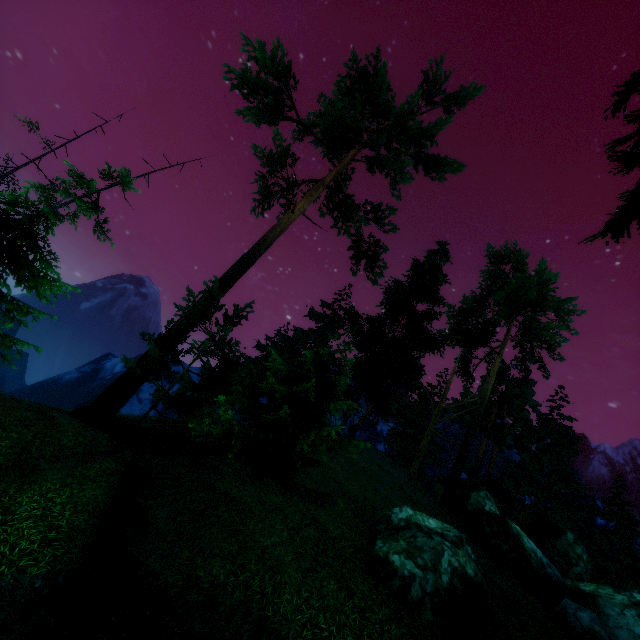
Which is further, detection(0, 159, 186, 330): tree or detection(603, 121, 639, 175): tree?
detection(0, 159, 186, 330): tree

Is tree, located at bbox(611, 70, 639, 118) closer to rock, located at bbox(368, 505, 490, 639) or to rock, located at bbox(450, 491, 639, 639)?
rock, located at bbox(450, 491, 639, 639)

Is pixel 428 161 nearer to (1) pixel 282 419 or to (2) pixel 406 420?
(1) pixel 282 419

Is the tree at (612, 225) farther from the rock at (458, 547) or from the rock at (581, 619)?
the rock at (458, 547)

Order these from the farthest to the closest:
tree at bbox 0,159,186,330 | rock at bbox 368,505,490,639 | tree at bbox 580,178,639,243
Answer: tree at bbox 0,159,186,330 → rock at bbox 368,505,490,639 → tree at bbox 580,178,639,243

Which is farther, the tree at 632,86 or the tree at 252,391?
the tree at 252,391

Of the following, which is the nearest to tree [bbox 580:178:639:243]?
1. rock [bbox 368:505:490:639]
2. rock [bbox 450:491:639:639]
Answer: rock [bbox 450:491:639:639]

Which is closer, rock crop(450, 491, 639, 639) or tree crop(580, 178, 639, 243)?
tree crop(580, 178, 639, 243)
